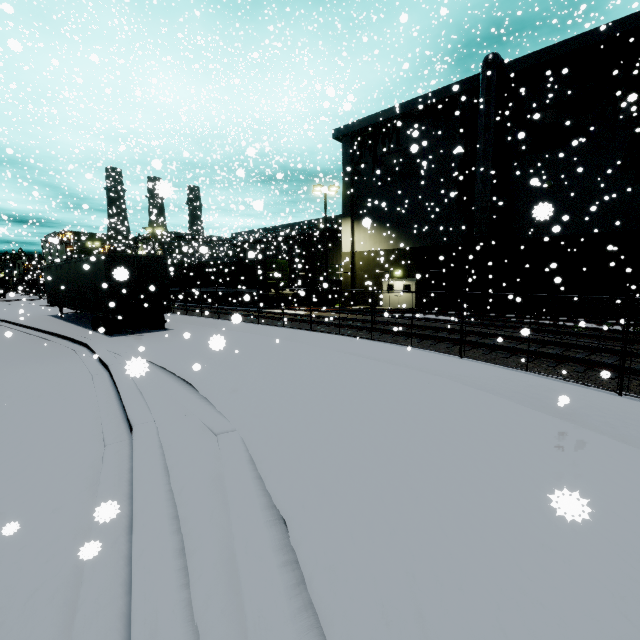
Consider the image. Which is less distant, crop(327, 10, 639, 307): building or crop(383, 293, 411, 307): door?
crop(327, 10, 639, 307): building

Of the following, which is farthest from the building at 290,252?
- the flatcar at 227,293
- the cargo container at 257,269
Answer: the flatcar at 227,293

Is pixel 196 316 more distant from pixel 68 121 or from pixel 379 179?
pixel 68 121

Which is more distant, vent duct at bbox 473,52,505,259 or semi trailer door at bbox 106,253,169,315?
vent duct at bbox 473,52,505,259

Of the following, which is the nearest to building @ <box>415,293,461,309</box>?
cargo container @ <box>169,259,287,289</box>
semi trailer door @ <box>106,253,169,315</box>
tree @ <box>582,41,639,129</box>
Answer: tree @ <box>582,41,639,129</box>

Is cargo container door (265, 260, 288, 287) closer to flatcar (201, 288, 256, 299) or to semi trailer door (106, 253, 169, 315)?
flatcar (201, 288, 256, 299)

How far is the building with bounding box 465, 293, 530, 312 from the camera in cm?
2133

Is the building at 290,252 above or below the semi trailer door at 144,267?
above
